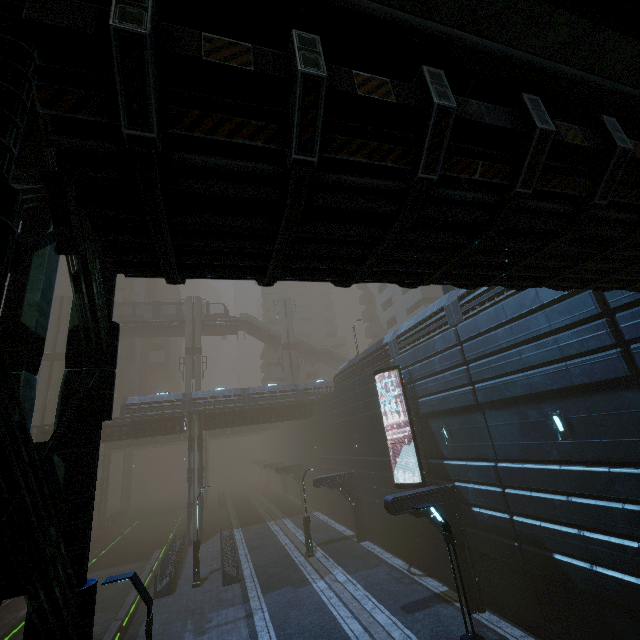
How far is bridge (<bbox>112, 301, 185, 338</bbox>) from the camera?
46.7 meters

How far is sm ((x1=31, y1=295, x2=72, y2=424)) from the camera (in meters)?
38.16

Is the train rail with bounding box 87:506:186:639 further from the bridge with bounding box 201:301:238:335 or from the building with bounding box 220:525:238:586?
the bridge with bounding box 201:301:238:335

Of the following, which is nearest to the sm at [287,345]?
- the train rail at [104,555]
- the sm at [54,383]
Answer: the train rail at [104,555]

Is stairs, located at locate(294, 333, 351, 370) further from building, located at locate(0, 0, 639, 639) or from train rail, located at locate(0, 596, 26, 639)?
train rail, located at locate(0, 596, 26, 639)

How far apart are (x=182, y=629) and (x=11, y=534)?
19.54m

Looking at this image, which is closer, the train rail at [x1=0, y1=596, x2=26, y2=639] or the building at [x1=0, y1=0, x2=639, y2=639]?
the building at [x1=0, y1=0, x2=639, y2=639]

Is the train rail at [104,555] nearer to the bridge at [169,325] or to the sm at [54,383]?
the sm at [54,383]
